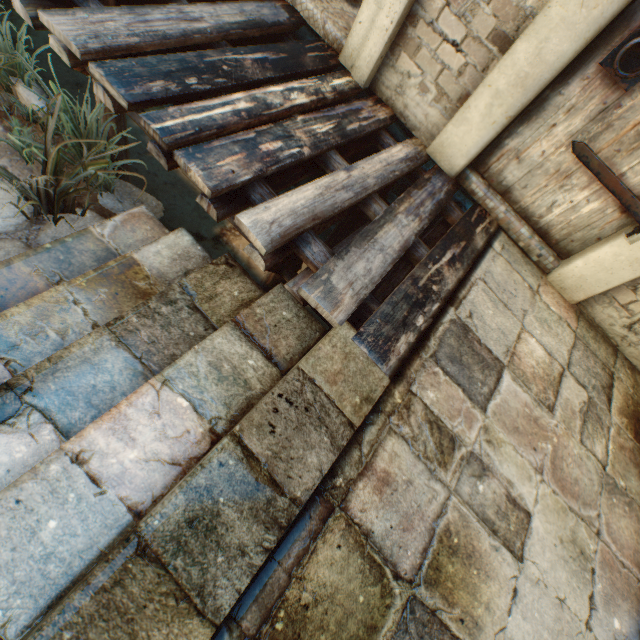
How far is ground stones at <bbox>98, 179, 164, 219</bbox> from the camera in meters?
2.4

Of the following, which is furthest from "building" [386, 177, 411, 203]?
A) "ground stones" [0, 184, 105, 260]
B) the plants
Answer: "ground stones" [0, 184, 105, 260]

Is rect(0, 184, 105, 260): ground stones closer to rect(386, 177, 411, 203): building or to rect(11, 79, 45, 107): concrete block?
rect(11, 79, 45, 107): concrete block

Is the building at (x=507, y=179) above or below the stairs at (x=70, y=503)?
above

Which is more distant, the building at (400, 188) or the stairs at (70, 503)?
the building at (400, 188)

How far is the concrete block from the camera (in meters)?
2.39

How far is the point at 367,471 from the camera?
1.4m
